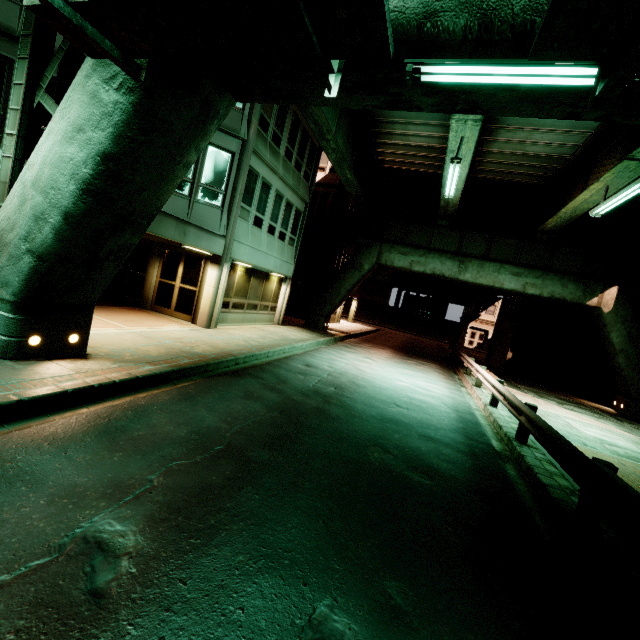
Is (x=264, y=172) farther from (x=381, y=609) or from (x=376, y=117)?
(x=381, y=609)

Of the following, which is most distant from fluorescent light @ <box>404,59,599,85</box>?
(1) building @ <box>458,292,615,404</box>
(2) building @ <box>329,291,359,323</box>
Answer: (1) building @ <box>458,292,615,404</box>

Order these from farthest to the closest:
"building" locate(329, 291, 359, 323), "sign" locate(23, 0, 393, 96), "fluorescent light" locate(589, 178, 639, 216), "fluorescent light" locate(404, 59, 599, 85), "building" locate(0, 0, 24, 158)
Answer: "building" locate(329, 291, 359, 323) < "fluorescent light" locate(589, 178, 639, 216) < "building" locate(0, 0, 24, 158) < "fluorescent light" locate(404, 59, 599, 85) < "sign" locate(23, 0, 393, 96)

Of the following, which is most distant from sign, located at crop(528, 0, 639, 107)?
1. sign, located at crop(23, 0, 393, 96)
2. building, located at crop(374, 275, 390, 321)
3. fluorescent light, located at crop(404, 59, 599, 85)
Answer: building, located at crop(374, 275, 390, 321)

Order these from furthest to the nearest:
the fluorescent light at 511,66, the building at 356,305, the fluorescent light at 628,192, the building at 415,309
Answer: the building at 415,309
the building at 356,305
the fluorescent light at 628,192
the fluorescent light at 511,66

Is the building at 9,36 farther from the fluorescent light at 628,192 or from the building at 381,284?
the building at 381,284

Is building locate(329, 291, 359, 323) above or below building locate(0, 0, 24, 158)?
below

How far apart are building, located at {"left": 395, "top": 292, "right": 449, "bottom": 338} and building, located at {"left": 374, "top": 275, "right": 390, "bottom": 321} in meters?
7.5 m
